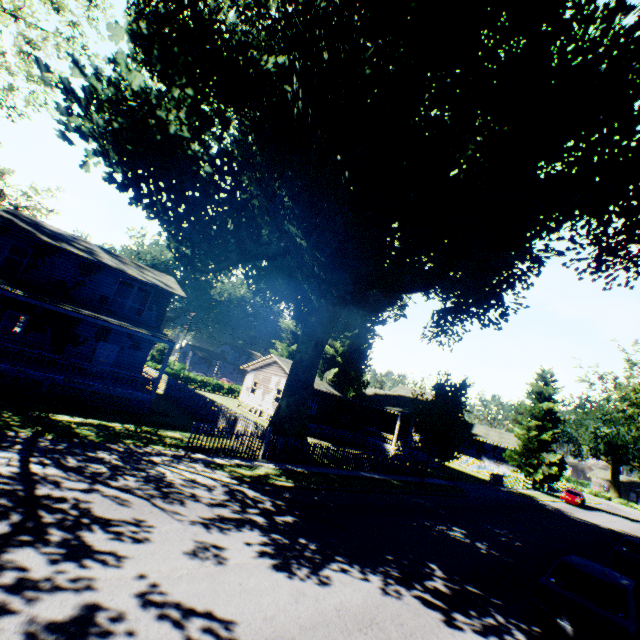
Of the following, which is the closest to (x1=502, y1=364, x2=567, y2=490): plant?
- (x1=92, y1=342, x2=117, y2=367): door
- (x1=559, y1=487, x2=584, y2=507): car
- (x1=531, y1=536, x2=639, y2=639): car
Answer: (x1=559, y1=487, x2=584, y2=507): car

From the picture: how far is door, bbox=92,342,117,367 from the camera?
21.58m

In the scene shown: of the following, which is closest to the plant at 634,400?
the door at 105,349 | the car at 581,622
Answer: the door at 105,349

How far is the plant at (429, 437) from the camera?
20.3m

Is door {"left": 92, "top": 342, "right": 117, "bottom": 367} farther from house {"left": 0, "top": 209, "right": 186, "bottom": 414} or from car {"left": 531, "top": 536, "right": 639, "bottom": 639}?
car {"left": 531, "top": 536, "right": 639, "bottom": 639}

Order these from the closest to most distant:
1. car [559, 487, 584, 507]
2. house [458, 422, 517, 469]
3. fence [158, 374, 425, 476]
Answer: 1. fence [158, 374, 425, 476]
2. car [559, 487, 584, 507]
3. house [458, 422, 517, 469]

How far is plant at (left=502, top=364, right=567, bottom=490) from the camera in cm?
4003

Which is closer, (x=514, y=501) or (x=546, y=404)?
(x=514, y=501)
